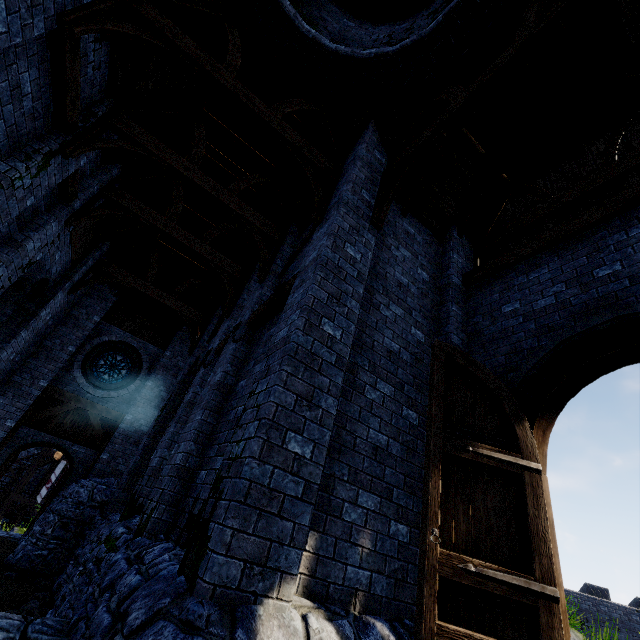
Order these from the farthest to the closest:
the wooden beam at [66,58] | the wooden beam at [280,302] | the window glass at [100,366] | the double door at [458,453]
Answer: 1. the window glass at [100,366]
2. the wooden beam at [280,302]
3. the wooden beam at [66,58]
4. the double door at [458,453]

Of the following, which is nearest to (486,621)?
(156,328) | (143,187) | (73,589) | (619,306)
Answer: (619,306)

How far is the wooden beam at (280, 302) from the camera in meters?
5.4 m

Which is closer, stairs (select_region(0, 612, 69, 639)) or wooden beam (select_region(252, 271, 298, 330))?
stairs (select_region(0, 612, 69, 639))

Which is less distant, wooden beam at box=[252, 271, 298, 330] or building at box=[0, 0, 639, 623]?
building at box=[0, 0, 639, 623]

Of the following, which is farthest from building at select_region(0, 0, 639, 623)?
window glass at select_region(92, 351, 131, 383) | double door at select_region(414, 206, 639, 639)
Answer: window glass at select_region(92, 351, 131, 383)

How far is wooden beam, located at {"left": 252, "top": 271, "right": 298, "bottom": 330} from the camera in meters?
5.4 m

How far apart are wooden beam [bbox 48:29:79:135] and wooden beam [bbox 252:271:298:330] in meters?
4.7
